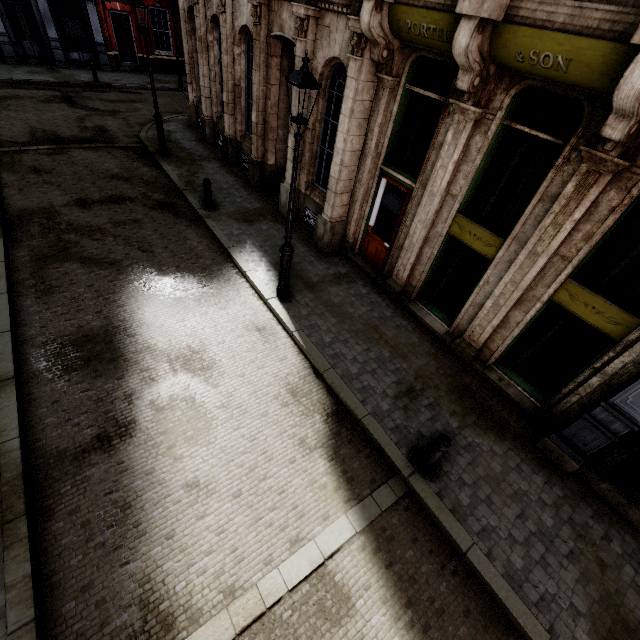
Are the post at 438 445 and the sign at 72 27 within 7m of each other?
no

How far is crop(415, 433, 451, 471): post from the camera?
5.0 meters

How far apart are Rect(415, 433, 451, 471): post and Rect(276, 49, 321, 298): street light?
4.68m

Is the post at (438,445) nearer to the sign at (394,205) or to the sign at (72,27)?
the sign at (394,205)

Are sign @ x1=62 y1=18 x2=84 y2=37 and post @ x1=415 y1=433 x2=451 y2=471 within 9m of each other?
no

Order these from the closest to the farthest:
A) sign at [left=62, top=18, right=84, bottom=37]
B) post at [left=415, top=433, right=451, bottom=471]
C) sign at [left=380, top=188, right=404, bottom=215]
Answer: post at [left=415, top=433, right=451, bottom=471], sign at [left=380, top=188, right=404, bottom=215], sign at [left=62, top=18, right=84, bottom=37]

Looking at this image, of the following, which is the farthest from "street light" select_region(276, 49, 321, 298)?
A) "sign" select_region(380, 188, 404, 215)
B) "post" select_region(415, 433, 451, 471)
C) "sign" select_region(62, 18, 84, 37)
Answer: "sign" select_region(62, 18, 84, 37)

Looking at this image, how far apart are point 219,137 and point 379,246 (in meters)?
10.70
